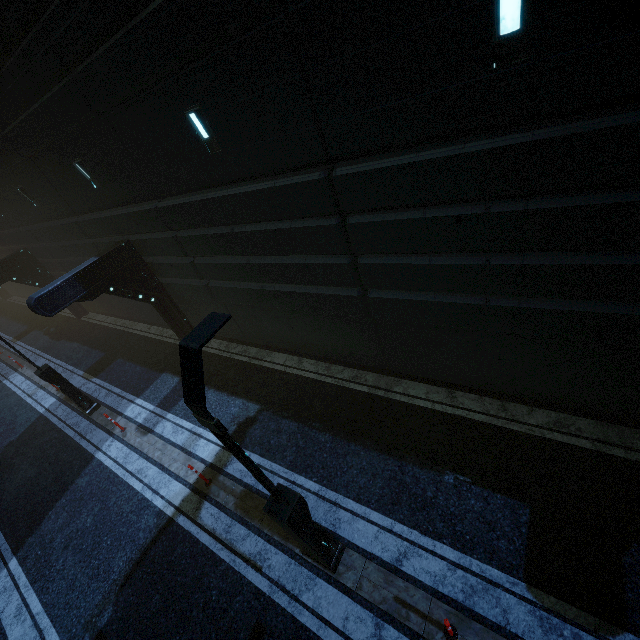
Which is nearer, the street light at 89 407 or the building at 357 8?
the building at 357 8

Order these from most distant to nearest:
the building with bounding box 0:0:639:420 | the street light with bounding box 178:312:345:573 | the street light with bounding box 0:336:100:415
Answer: the street light with bounding box 0:336:100:415
the building with bounding box 0:0:639:420
the street light with bounding box 178:312:345:573

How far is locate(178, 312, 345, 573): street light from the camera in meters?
3.4 m

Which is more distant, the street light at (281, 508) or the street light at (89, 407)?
the street light at (89, 407)

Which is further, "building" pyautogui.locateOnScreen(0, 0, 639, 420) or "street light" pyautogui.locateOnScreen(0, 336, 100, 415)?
"street light" pyautogui.locateOnScreen(0, 336, 100, 415)

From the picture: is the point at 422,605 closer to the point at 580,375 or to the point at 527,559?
the point at 527,559

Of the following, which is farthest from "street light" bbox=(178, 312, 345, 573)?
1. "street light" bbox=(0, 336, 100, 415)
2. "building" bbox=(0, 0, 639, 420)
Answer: "street light" bbox=(0, 336, 100, 415)
